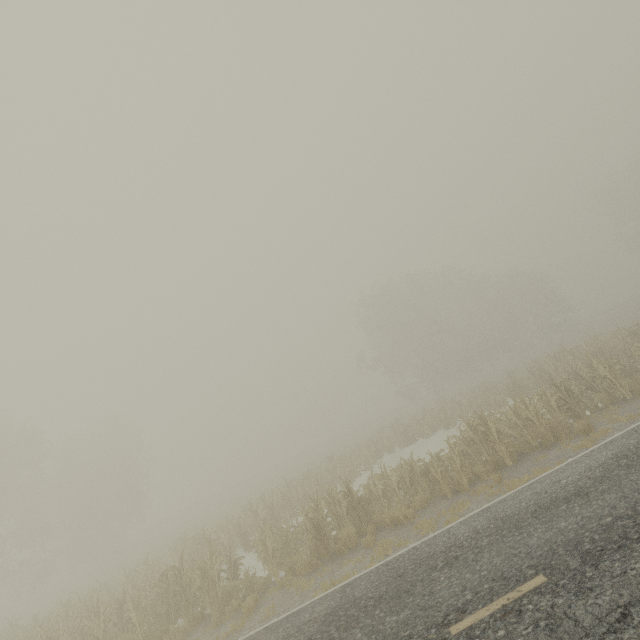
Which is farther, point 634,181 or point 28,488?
point 634,181
